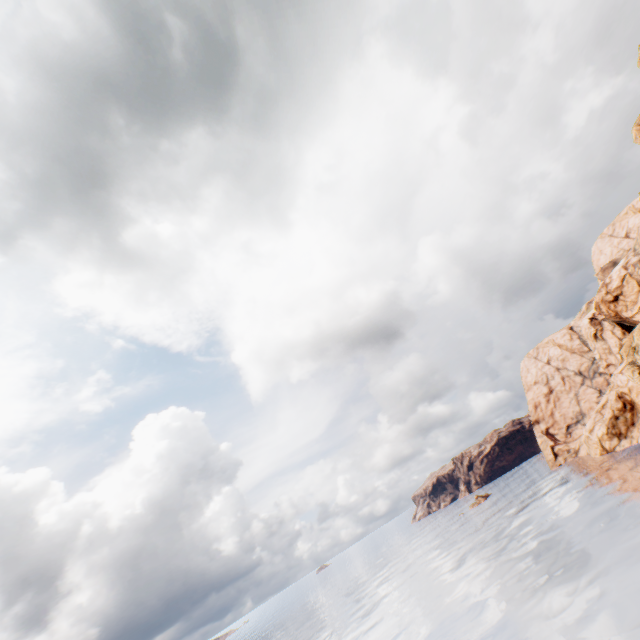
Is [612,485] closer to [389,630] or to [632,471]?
[632,471]
